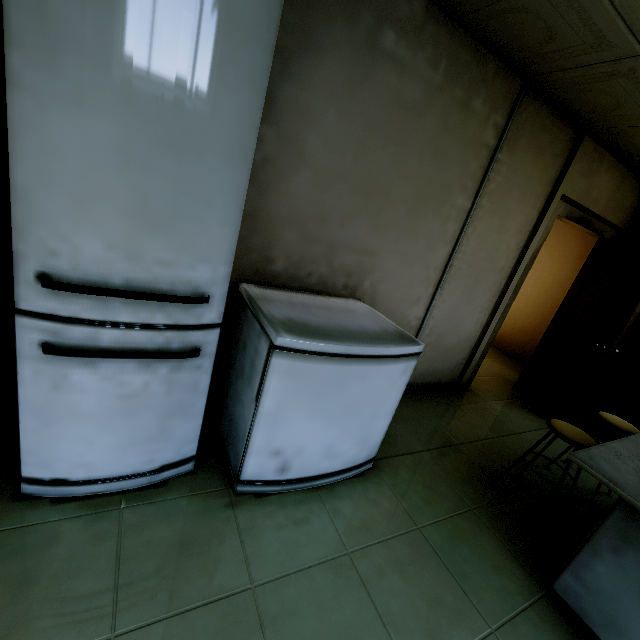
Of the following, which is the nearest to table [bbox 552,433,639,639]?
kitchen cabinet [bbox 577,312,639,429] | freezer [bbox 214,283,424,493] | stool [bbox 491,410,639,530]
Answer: stool [bbox 491,410,639,530]

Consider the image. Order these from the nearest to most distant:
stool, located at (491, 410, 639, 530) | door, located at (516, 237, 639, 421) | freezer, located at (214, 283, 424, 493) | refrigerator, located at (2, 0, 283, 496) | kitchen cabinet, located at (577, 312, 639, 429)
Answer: refrigerator, located at (2, 0, 283, 496)
freezer, located at (214, 283, 424, 493)
stool, located at (491, 410, 639, 530)
door, located at (516, 237, 639, 421)
kitchen cabinet, located at (577, 312, 639, 429)

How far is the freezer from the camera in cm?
154

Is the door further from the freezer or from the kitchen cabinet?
the freezer

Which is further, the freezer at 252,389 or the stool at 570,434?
the stool at 570,434

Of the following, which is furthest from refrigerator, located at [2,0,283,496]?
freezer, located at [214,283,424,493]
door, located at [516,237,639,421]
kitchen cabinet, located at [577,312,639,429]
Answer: kitchen cabinet, located at [577,312,639,429]

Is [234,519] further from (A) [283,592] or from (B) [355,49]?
(B) [355,49]

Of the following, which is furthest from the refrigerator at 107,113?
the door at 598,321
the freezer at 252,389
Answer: the door at 598,321
